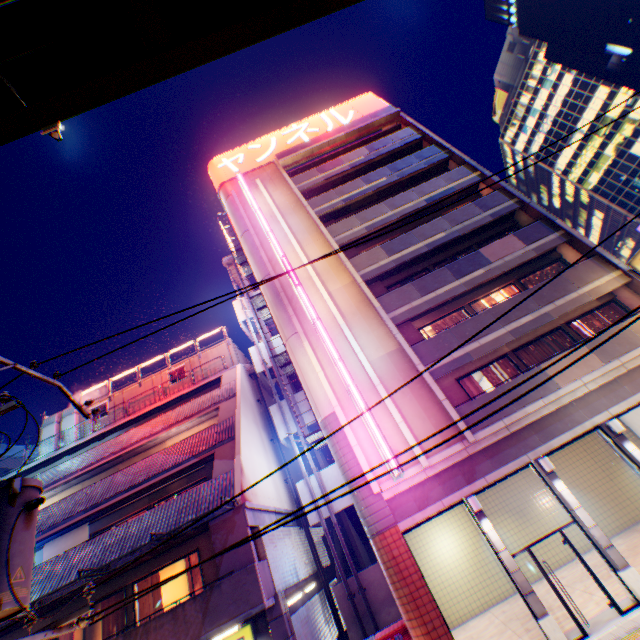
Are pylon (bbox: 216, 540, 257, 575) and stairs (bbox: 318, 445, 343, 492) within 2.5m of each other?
no

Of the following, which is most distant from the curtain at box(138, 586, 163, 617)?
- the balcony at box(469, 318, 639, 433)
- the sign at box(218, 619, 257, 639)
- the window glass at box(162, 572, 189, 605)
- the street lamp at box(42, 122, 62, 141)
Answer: the street lamp at box(42, 122, 62, 141)

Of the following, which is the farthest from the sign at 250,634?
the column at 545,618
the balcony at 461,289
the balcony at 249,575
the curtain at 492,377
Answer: the curtain at 492,377

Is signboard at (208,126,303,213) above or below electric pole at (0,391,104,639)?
above

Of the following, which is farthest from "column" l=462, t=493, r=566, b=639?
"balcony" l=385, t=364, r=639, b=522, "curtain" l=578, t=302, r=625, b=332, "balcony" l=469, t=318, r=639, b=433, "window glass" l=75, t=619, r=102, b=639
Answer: "window glass" l=75, t=619, r=102, b=639

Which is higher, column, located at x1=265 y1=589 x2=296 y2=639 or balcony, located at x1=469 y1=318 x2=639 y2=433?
balcony, located at x1=469 y1=318 x2=639 y2=433

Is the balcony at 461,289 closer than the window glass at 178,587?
No

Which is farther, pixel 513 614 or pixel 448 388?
pixel 448 388
